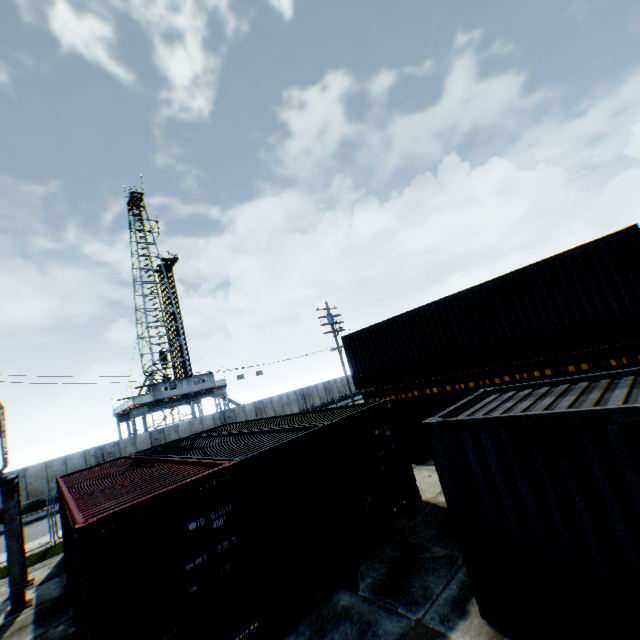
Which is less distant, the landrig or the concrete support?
the concrete support

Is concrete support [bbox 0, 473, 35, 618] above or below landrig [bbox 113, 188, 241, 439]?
below

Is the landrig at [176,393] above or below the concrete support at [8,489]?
above

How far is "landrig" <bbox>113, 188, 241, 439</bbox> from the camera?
Result: 34.88m

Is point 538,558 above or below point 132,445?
below

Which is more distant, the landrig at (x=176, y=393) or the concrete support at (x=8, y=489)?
the landrig at (x=176, y=393)
